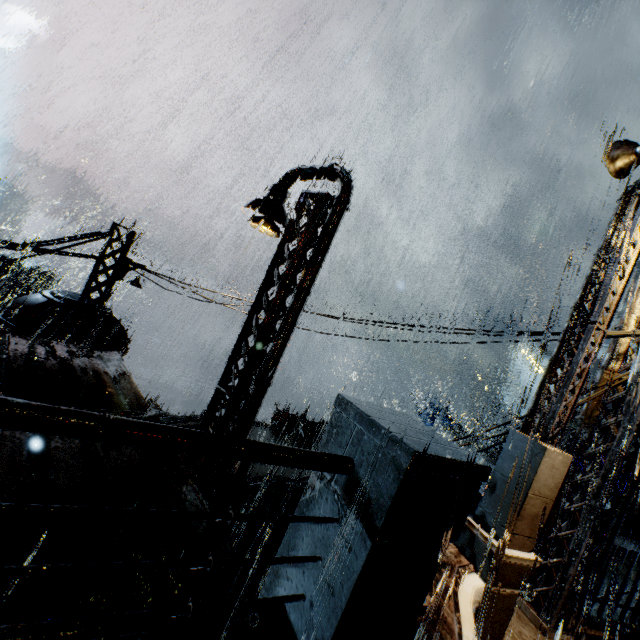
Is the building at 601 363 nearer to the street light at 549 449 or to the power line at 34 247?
the power line at 34 247

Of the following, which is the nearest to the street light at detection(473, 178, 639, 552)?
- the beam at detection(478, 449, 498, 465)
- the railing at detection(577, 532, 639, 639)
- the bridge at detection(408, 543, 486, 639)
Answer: the bridge at detection(408, 543, 486, 639)

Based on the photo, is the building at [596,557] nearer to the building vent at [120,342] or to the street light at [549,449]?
→ the building vent at [120,342]

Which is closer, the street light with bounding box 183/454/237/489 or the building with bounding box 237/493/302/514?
the street light with bounding box 183/454/237/489

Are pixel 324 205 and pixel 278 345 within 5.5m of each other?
yes

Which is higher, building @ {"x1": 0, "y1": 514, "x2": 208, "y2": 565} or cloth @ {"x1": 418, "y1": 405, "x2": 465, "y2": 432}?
building @ {"x1": 0, "y1": 514, "x2": 208, "y2": 565}

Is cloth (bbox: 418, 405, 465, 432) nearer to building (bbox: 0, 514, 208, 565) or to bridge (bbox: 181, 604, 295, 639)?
building (bbox: 0, 514, 208, 565)

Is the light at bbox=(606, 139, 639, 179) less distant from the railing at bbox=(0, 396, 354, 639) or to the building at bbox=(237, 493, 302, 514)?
the building at bbox=(237, 493, 302, 514)
